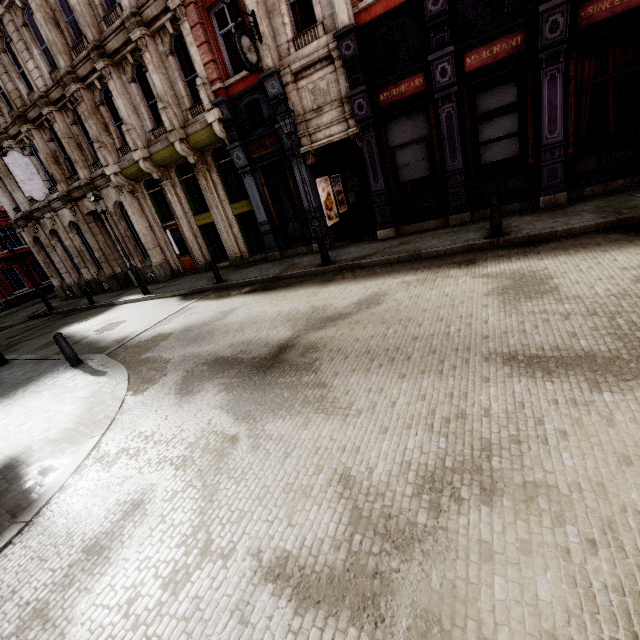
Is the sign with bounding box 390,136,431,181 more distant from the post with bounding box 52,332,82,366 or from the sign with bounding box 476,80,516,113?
the post with bounding box 52,332,82,366

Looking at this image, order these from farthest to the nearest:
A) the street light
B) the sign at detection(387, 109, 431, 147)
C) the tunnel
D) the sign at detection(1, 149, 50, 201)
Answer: the sign at detection(1, 149, 50, 201)
the tunnel
the sign at detection(387, 109, 431, 147)
the street light

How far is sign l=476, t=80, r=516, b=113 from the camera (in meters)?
8.91

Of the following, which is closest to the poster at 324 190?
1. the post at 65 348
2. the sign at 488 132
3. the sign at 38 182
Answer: the sign at 488 132

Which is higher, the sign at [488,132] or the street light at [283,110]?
the street light at [283,110]

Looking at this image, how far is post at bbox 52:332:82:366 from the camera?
8.2m

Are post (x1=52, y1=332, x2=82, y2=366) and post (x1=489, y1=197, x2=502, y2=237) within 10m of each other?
no

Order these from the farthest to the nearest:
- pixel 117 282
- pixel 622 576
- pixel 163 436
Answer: pixel 117 282
pixel 163 436
pixel 622 576
